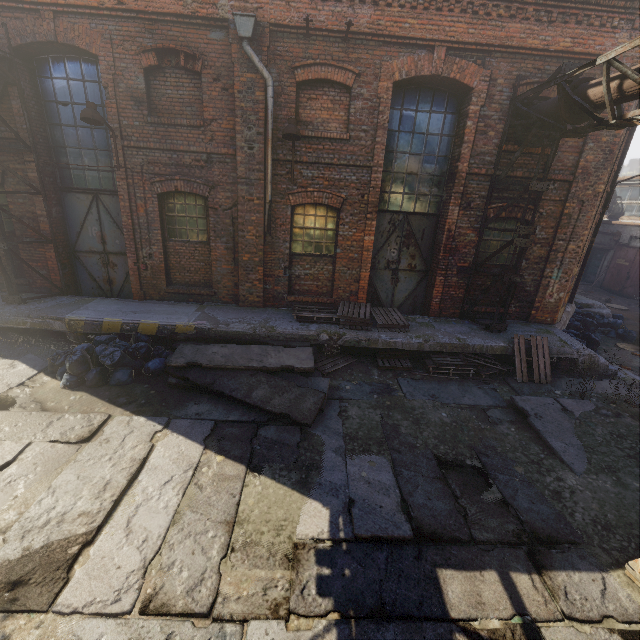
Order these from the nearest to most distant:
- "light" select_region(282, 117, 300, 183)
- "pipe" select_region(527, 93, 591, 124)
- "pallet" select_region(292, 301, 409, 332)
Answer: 1. "pipe" select_region(527, 93, 591, 124)
2. "light" select_region(282, 117, 300, 183)
3. "pallet" select_region(292, 301, 409, 332)

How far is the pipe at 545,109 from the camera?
6.16m

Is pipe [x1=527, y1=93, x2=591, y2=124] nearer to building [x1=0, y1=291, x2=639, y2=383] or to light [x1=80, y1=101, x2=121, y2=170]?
building [x1=0, y1=291, x2=639, y2=383]

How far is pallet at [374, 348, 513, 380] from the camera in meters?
7.9

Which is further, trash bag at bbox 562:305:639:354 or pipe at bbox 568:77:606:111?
trash bag at bbox 562:305:639:354

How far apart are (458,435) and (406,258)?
5.2 meters

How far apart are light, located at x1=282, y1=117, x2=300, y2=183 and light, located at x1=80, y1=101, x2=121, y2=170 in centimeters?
387cm

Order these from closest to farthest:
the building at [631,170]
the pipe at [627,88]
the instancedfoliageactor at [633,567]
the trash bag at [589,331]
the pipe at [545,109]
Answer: the instancedfoliageactor at [633,567]
the pipe at [627,88]
the pipe at [545,109]
the trash bag at [589,331]
the building at [631,170]
